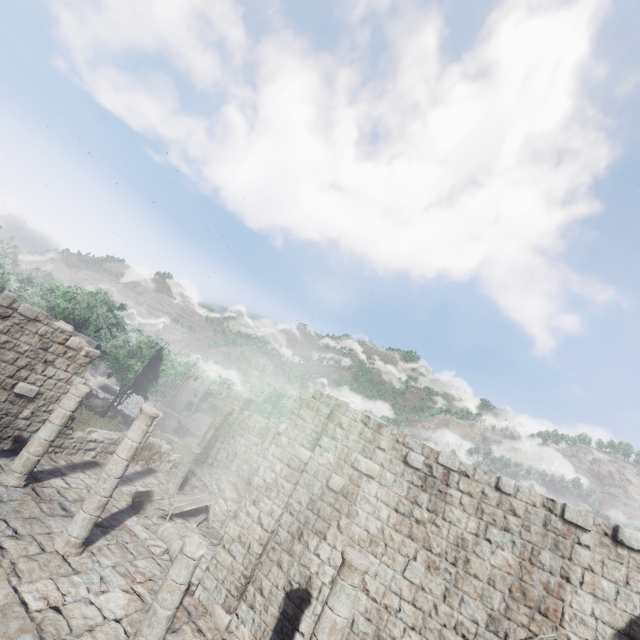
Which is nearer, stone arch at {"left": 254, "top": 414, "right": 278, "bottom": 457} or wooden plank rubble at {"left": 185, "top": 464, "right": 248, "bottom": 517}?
wooden plank rubble at {"left": 185, "top": 464, "right": 248, "bottom": 517}

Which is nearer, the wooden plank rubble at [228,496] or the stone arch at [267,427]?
the wooden plank rubble at [228,496]

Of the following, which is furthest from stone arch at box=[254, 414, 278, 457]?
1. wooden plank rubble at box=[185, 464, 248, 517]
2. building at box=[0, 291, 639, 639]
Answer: wooden plank rubble at box=[185, 464, 248, 517]

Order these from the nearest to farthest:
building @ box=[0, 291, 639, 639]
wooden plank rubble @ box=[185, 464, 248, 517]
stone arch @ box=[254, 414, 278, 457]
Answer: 1. building @ box=[0, 291, 639, 639]
2. wooden plank rubble @ box=[185, 464, 248, 517]
3. stone arch @ box=[254, 414, 278, 457]

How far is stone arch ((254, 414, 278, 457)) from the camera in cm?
3017

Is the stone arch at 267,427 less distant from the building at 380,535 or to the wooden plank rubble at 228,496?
the building at 380,535

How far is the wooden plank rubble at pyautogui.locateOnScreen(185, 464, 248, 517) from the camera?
17.2m

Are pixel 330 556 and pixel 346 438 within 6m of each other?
yes
